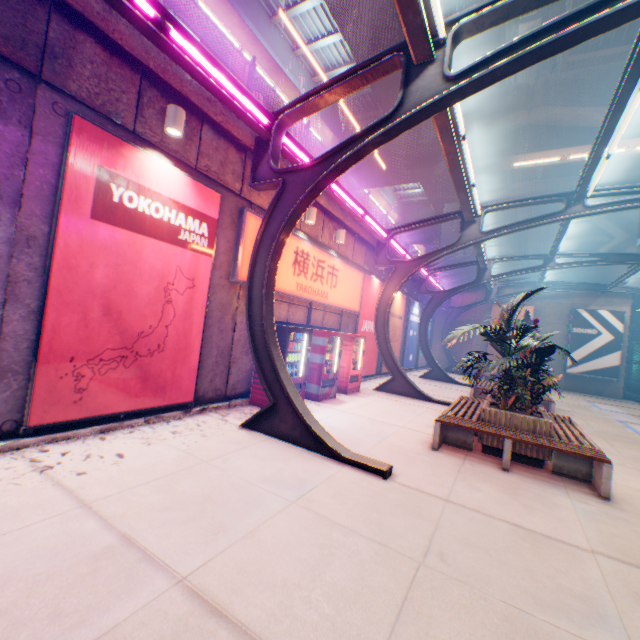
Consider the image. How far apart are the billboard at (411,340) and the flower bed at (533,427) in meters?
12.2

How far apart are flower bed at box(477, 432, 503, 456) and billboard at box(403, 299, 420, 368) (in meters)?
12.17

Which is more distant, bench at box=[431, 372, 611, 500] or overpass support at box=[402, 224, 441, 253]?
overpass support at box=[402, 224, 441, 253]

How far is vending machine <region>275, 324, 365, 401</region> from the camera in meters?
7.9 m

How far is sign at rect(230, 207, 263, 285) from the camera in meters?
7.0

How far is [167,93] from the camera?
5.6 meters

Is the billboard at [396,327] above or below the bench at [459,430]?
above

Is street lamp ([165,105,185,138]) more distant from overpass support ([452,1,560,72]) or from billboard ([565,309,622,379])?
→ billboard ([565,309,622,379])
